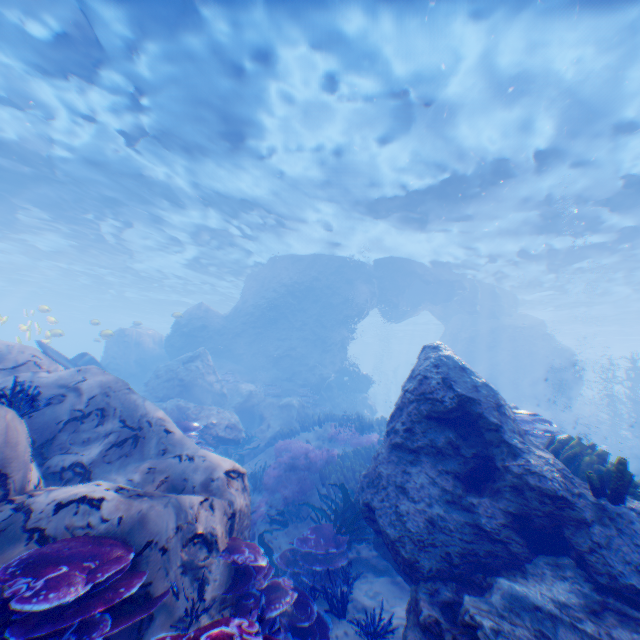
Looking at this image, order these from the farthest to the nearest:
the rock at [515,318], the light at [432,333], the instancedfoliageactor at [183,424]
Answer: the light at [432,333] → the instancedfoliageactor at [183,424] → the rock at [515,318]

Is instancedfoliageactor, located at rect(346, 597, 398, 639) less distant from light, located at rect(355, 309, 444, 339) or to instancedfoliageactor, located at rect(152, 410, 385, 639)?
instancedfoliageactor, located at rect(152, 410, 385, 639)

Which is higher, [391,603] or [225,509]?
[225,509]

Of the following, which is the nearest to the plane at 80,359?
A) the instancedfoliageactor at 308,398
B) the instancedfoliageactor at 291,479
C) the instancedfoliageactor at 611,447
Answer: the instancedfoliageactor at 611,447

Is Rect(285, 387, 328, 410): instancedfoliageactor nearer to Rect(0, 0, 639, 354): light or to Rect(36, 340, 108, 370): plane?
Rect(36, 340, 108, 370): plane

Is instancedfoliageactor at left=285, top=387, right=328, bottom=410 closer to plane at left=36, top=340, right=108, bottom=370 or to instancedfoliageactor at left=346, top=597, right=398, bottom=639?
instancedfoliageactor at left=346, top=597, right=398, bottom=639

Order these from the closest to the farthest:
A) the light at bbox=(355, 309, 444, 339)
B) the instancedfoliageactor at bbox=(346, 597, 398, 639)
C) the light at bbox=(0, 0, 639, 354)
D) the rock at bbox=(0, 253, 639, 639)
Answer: the rock at bbox=(0, 253, 639, 639)
the instancedfoliageactor at bbox=(346, 597, 398, 639)
the light at bbox=(0, 0, 639, 354)
the light at bbox=(355, 309, 444, 339)

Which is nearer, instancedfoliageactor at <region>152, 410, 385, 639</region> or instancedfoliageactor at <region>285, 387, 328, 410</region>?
instancedfoliageactor at <region>152, 410, 385, 639</region>
